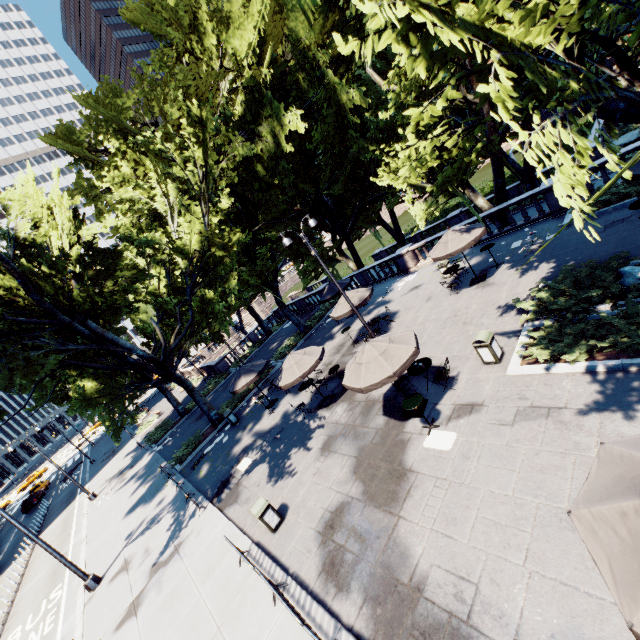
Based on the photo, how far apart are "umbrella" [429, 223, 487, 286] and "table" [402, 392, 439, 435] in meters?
7.6

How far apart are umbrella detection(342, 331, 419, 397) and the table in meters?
1.0

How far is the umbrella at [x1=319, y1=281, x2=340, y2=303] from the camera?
22.59m

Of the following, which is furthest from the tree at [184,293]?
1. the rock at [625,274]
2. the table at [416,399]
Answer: the table at [416,399]

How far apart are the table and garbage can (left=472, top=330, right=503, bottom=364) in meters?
2.5 m

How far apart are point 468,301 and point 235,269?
13.8m

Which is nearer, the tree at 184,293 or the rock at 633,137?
the tree at 184,293

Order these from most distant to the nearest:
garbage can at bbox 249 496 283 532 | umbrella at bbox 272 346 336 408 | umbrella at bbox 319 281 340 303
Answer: umbrella at bbox 319 281 340 303 → umbrella at bbox 272 346 336 408 → garbage can at bbox 249 496 283 532
